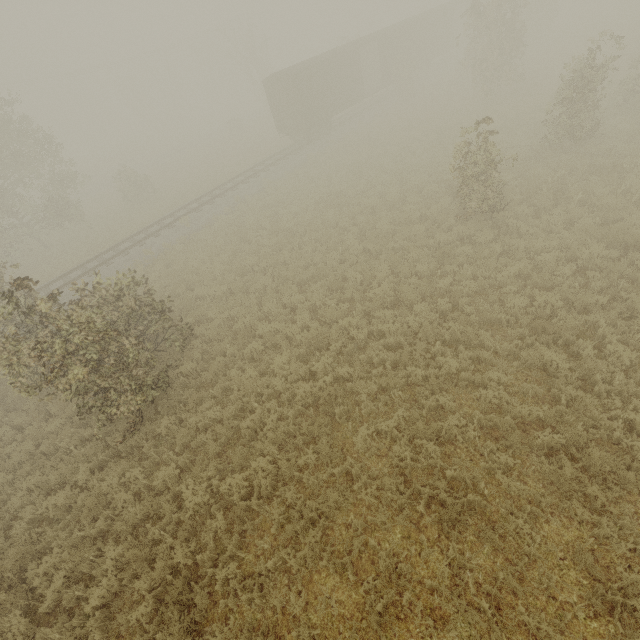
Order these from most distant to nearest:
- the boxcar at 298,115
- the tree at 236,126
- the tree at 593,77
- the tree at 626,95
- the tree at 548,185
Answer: the tree at 236,126, the boxcar at 298,115, the tree at 626,95, the tree at 593,77, the tree at 548,185

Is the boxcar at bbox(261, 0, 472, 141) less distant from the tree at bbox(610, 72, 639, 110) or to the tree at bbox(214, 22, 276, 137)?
the tree at bbox(610, 72, 639, 110)

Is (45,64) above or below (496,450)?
above

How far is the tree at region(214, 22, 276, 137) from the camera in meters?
37.2

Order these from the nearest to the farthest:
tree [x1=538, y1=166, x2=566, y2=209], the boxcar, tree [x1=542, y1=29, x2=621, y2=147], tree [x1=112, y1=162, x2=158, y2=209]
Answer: tree [x1=538, y1=166, x2=566, y2=209], tree [x1=542, y1=29, x2=621, y2=147], the boxcar, tree [x1=112, y1=162, x2=158, y2=209]

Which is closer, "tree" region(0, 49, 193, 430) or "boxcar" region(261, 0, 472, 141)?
"tree" region(0, 49, 193, 430)

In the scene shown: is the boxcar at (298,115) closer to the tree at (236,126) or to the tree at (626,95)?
the tree at (626,95)

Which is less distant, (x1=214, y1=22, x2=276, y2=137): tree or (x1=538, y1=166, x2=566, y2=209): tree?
(x1=538, y1=166, x2=566, y2=209): tree
